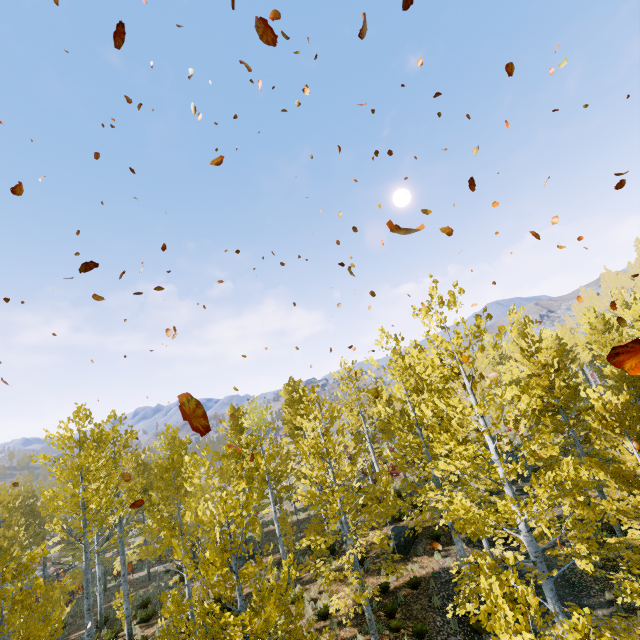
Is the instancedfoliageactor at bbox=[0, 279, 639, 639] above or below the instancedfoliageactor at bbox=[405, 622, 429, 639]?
above

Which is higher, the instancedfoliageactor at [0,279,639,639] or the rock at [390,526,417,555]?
the instancedfoliageactor at [0,279,639,639]

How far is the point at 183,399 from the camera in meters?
2.2 m

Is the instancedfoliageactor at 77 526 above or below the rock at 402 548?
above

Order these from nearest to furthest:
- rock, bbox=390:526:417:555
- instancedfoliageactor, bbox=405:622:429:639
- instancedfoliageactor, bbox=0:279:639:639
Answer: instancedfoliageactor, bbox=0:279:639:639
instancedfoliageactor, bbox=405:622:429:639
rock, bbox=390:526:417:555

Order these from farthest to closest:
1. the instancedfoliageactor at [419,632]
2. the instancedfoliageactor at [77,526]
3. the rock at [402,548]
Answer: the rock at [402,548] → the instancedfoliageactor at [419,632] → the instancedfoliageactor at [77,526]

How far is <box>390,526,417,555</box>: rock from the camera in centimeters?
→ 1531cm

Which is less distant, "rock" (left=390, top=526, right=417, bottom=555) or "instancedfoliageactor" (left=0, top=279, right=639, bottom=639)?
"instancedfoliageactor" (left=0, top=279, right=639, bottom=639)
